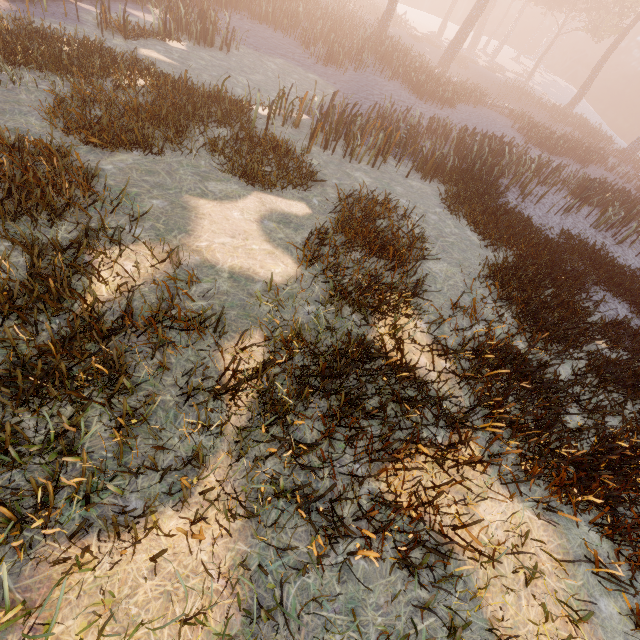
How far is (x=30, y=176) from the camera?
4.6 meters
